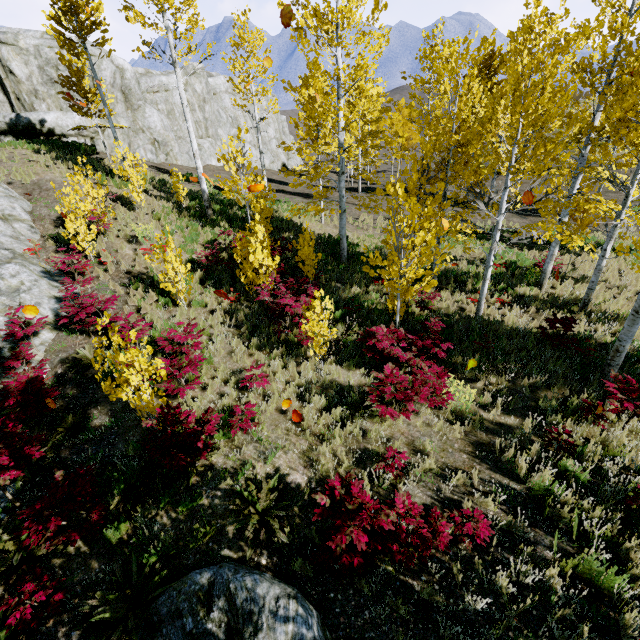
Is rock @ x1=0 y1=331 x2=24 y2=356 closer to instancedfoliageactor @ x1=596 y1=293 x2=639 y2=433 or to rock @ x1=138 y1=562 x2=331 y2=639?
rock @ x1=138 y1=562 x2=331 y2=639

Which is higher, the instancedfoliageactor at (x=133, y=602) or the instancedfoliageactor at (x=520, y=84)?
the instancedfoliageactor at (x=520, y=84)

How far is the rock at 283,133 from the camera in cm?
3994

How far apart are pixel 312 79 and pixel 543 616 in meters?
13.0

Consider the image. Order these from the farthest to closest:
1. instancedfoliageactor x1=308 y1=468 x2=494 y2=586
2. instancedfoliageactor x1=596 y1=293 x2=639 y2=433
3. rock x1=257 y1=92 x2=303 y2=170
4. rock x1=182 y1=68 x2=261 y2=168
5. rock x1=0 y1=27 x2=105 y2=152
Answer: rock x1=257 y1=92 x2=303 y2=170 → rock x1=182 y1=68 x2=261 y2=168 → rock x1=0 y1=27 x2=105 y2=152 → instancedfoliageactor x1=596 y1=293 x2=639 y2=433 → instancedfoliageactor x1=308 y1=468 x2=494 y2=586

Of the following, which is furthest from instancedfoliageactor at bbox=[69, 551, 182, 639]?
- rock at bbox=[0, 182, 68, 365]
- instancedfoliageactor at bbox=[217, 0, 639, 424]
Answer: instancedfoliageactor at bbox=[217, 0, 639, 424]

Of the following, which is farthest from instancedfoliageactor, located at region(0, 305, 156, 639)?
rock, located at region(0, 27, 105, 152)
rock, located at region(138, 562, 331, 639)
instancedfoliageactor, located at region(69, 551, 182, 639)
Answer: rock, located at region(0, 27, 105, 152)

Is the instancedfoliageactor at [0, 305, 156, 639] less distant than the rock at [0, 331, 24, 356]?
Yes
